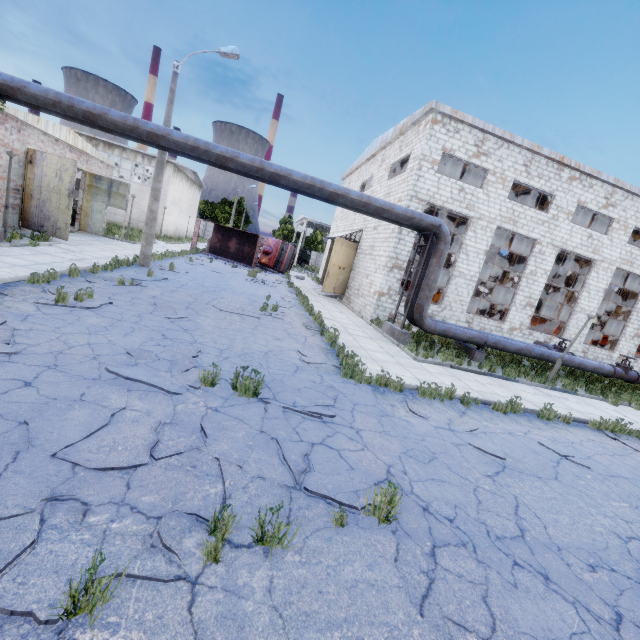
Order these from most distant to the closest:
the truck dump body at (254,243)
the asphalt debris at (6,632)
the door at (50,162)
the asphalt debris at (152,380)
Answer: the truck dump body at (254,243) < the door at (50,162) < the asphalt debris at (152,380) < the asphalt debris at (6,632)

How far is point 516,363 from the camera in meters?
16.4 m

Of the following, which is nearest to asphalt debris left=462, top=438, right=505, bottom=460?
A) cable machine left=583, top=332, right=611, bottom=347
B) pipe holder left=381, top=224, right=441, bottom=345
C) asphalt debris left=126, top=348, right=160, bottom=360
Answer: asphalt debris left=126, top=348, right=160, bottom=360

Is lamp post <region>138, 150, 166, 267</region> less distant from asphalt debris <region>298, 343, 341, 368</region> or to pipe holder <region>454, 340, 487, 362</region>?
asphalt debris <region>298, 343, 341, 368</region>

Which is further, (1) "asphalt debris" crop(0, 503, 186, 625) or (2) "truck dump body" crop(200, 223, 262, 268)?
(2) "truck dump body" crop(200, 223, 262, 268)

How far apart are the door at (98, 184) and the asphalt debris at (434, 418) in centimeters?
2237cm

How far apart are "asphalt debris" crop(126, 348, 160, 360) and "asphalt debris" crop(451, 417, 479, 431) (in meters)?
5.20

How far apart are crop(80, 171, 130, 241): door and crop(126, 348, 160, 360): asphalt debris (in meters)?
19.50
